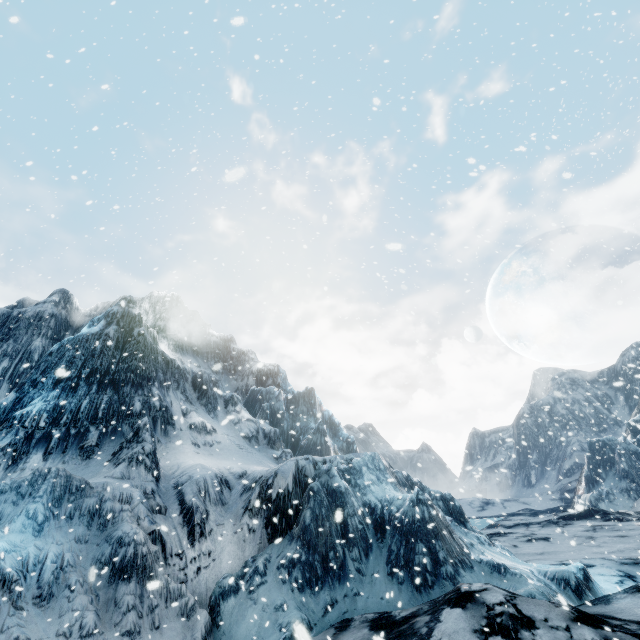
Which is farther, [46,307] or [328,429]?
[328,429]
